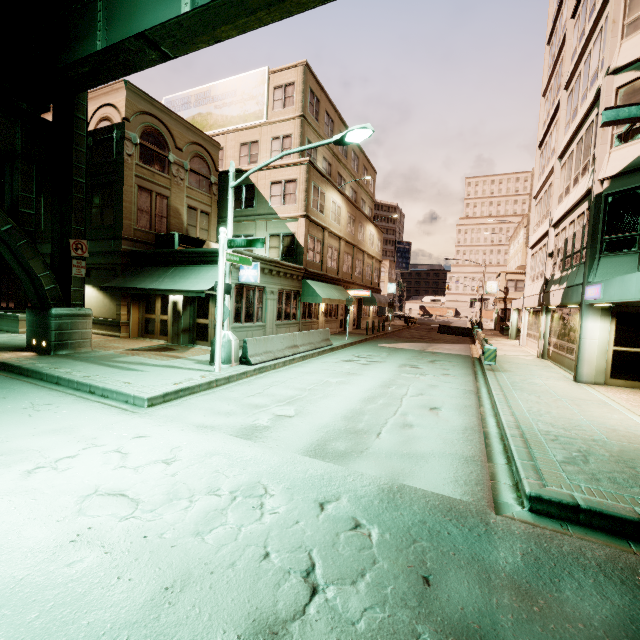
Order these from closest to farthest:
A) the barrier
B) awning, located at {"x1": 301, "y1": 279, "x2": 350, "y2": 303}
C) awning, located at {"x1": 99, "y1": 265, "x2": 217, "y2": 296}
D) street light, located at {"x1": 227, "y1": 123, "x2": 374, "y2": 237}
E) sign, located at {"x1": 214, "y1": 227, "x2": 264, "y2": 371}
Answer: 1. street light, located at {"x1": 227, "y1": 123, "x2": 374, "y2": 237}
2. sign, located at {"x1": 214, "y1": 227, "x2": 264, "y2": 371}
3. the barrier
4. awning, located at {"x1": 99, "y1": 265, "x2": 217, "y2": 296}
5. awning, located at {"x1": 301, "y1": 279, "x2": 350, "y2": 303}

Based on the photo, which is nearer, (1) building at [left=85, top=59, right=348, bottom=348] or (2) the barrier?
(2) the barrier

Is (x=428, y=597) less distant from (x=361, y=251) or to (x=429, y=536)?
(x=429, y=536)

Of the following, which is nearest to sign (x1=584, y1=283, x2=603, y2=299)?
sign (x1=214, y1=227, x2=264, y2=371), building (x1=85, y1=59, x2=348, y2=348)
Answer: sign (x1=214, y1=227, x2=264, y2=371)

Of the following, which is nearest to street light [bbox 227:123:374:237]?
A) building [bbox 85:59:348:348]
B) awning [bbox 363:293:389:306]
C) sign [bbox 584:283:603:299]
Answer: building [bbox 85:59:348:348]

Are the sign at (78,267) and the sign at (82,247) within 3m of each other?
yes

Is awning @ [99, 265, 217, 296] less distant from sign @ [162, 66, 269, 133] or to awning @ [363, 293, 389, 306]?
sign @ [162, 66, 269, 133]

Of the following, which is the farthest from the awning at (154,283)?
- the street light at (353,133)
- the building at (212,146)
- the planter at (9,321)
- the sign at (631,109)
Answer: the sign at (631,109)
